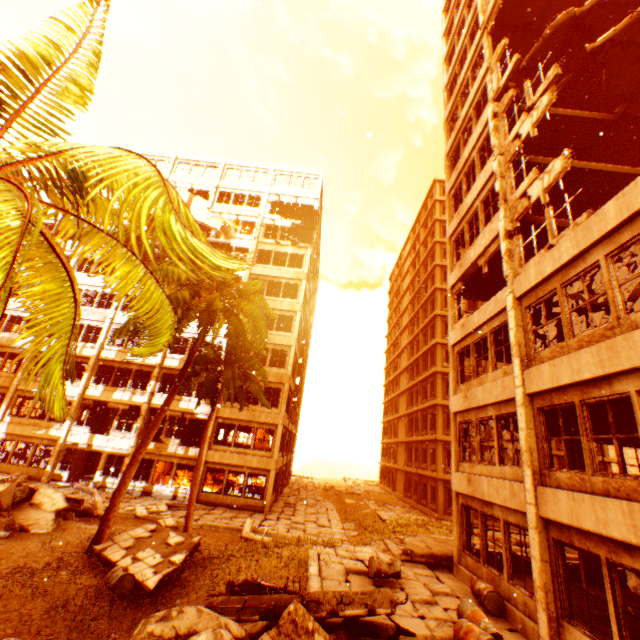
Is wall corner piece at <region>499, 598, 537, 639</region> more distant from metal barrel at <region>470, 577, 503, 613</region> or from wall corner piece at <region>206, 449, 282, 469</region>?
wall corner piece at <region>206, 449, 282, 469</region>

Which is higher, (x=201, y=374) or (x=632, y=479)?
(x=201, y=374)

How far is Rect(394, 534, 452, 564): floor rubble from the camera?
12.4 meters

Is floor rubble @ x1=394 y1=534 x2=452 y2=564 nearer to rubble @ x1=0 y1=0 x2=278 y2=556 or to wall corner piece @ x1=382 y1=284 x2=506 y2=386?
wall corner piece @ x1=382 y1=284 x2=506 y2=386

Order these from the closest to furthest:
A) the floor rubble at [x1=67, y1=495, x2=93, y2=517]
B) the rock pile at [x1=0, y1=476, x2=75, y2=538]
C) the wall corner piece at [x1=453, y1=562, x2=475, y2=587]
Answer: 1. the wall corner piece at [x1=453, y1=562, x2=475, y2=587]
2. the rock pile at [x1=0, y1=476, x2=75, y2=538]
3. the floor rubble at [x1=67, y1=495, x2=93, y2=517]

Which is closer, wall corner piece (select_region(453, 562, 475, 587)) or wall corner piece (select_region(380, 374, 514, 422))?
wall corner piece (select_region(380, 374, 514, 422))

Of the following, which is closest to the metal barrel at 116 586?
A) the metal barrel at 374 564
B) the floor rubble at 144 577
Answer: the floor rubble at 144 577

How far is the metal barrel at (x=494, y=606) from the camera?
8.77m
